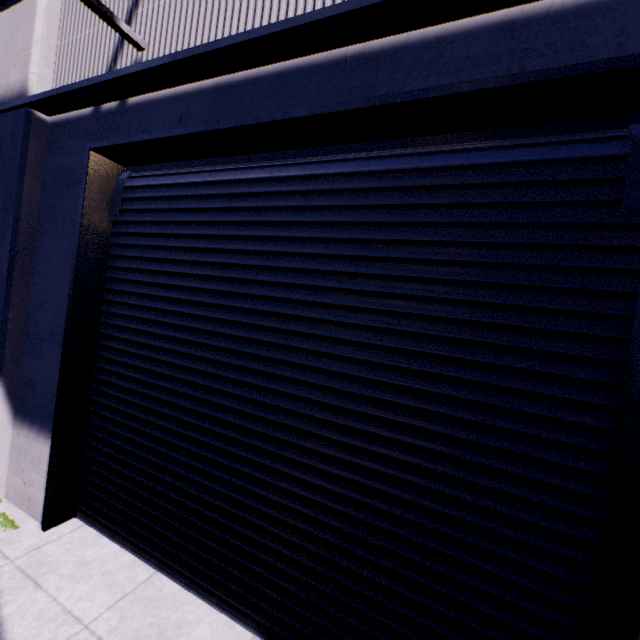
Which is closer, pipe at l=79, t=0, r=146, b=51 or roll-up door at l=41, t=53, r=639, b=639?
roll-up door at l=41, t=53, r=639, b=639

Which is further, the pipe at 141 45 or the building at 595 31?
the pipe at 141 45

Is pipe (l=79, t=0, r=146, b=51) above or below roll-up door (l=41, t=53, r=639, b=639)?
above

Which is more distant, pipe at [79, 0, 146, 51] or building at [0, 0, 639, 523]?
pipe at [79, 0, 146, 51]

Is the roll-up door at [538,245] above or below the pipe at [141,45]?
below

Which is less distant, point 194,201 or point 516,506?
point 516,506
